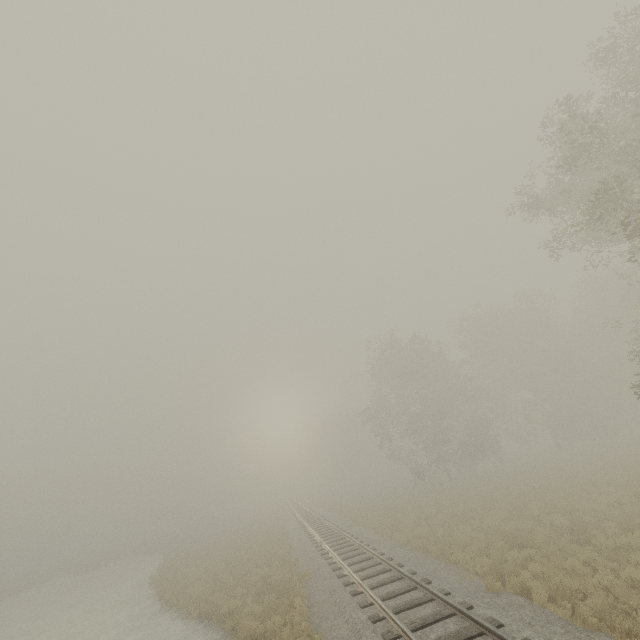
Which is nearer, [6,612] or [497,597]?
[497,597]
